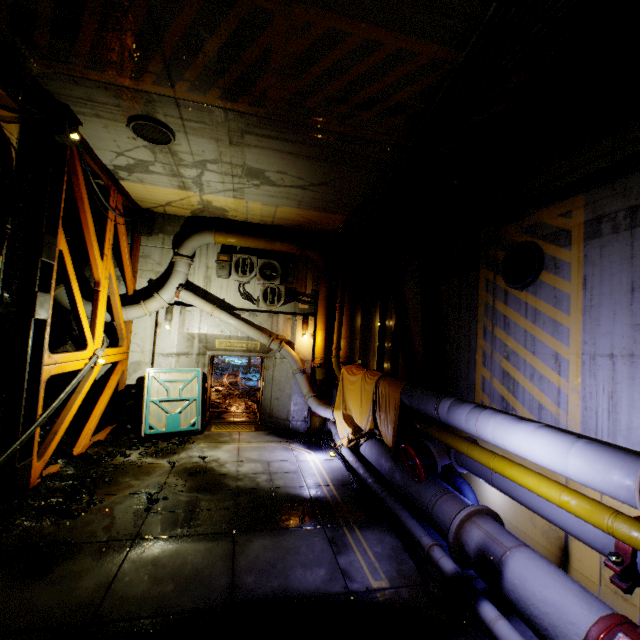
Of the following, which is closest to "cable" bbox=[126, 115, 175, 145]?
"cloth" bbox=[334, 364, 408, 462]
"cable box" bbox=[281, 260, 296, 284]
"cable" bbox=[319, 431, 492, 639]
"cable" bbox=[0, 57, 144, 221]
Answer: "cable" bbox=[0, 57, 144, 221]

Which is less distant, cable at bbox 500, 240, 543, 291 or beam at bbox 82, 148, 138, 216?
cable at bbox 500, 240, 543, 291

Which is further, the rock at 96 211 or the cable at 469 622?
the rock at 96 211

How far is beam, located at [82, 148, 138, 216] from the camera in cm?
729

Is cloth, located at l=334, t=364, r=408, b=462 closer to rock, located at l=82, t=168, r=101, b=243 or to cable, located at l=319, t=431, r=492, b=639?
cable, located at l=319, t=431, r=492, b=639

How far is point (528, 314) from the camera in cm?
535

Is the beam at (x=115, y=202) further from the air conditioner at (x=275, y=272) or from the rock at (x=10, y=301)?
the air conditioner at (x=275, y=272)

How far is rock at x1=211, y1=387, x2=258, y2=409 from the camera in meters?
13.3 m
